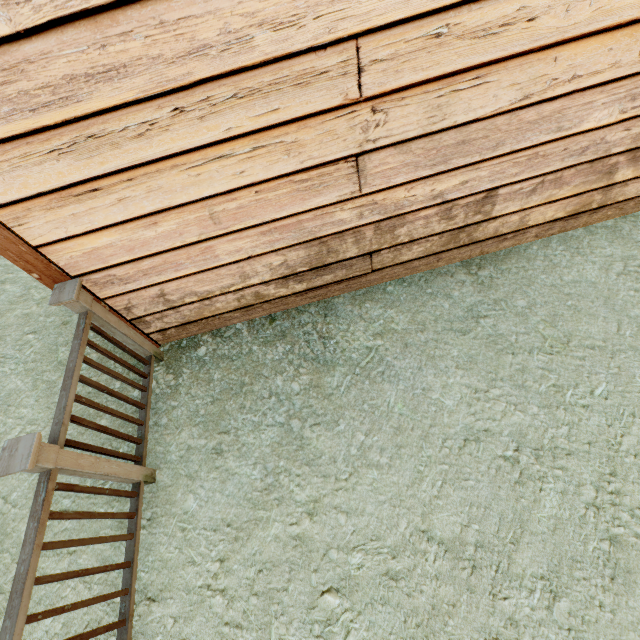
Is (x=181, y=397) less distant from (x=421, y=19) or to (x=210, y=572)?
(x=210, y=572)
